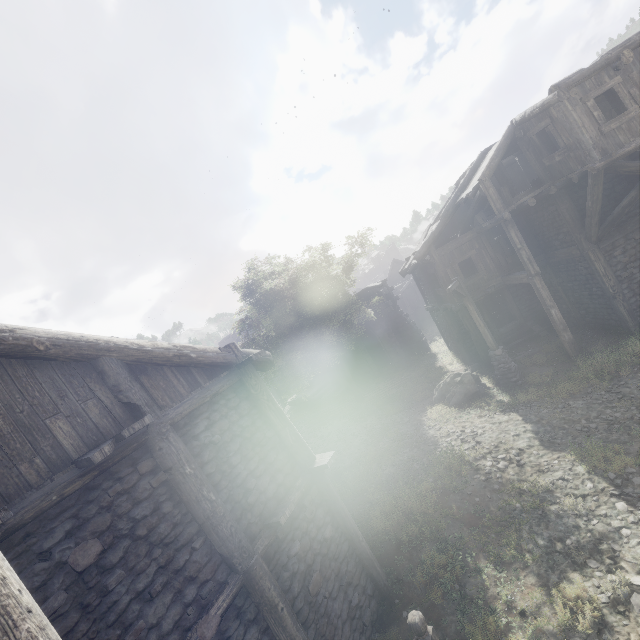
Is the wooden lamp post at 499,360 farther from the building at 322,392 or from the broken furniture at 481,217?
the broken furniture at 481,217

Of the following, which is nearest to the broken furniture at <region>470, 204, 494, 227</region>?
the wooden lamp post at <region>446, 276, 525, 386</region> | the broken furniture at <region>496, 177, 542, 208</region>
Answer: the broken furniture at <region>496, 177, 542, 208</region>

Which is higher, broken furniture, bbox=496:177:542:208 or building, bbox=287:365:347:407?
broken furniture, bbox=496:177:542:208

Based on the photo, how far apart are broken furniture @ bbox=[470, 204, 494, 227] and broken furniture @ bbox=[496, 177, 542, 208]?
0.5m

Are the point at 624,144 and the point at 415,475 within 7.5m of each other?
no

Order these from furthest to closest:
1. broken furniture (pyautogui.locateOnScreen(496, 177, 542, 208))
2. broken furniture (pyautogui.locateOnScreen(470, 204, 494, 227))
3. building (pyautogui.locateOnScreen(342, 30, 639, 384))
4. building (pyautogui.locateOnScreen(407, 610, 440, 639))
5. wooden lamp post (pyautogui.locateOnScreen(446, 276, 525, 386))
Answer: broken furniture (pyautogui.locateOnScreen(470, 204, 494, 227))
wooden lamp post (pyautogui.locateOnScreen(446, 276, 525, 386))
broken furniture (pyautogui.locateOnScreen(496, 177, 542, 208))
building (pyautogui.locateOnScreen(342, 30, 639, 384))
building (pyautogui.locateOnScreen(407, 610, 440, 639))

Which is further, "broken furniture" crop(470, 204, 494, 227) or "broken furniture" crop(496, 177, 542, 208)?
"broken furniture" crop(470, 204, 494, 227)

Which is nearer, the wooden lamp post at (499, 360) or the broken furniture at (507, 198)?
the broken furniture at (507, 198)
